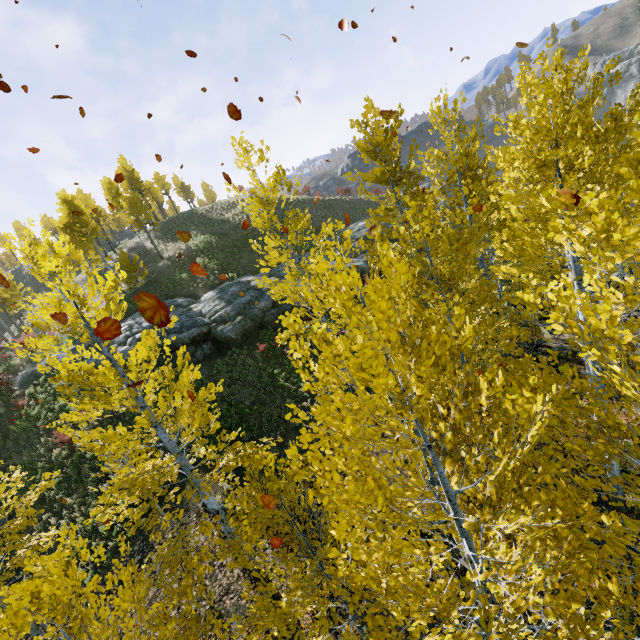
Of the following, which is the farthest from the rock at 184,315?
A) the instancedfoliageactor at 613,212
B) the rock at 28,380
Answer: the instancedfoliageactor at 613,212

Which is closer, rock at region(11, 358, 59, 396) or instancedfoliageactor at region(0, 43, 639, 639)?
instancedfoliageactor at region(0, 43, 639, 639)

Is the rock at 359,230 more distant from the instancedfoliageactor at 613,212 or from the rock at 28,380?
the rock at 28,380

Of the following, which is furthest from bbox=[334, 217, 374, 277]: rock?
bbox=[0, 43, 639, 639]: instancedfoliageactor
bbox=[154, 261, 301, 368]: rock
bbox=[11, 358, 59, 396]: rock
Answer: bbox=[11, 358, 59, 396]: rock

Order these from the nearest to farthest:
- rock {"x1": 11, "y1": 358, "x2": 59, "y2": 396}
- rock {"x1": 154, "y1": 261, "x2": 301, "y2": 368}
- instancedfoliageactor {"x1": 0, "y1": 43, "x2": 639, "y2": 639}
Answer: instancedfoliageactor {"x1": 0, "y1": 43, "x2": 639, "y2": 639} → rock {"x1": 154, "y1": 261, "x2": 301, "y2": 368} → rock {"x1": 11, "y1": 358, "x2": 59, "y2": 396}

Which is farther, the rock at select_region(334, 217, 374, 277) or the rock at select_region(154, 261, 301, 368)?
the rock at select_region(334, 217, 374, 277)

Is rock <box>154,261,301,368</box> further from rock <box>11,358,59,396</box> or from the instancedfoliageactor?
the instancedfoliageactor

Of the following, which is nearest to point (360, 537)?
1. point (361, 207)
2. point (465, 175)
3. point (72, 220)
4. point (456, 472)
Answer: point (456, 472)
